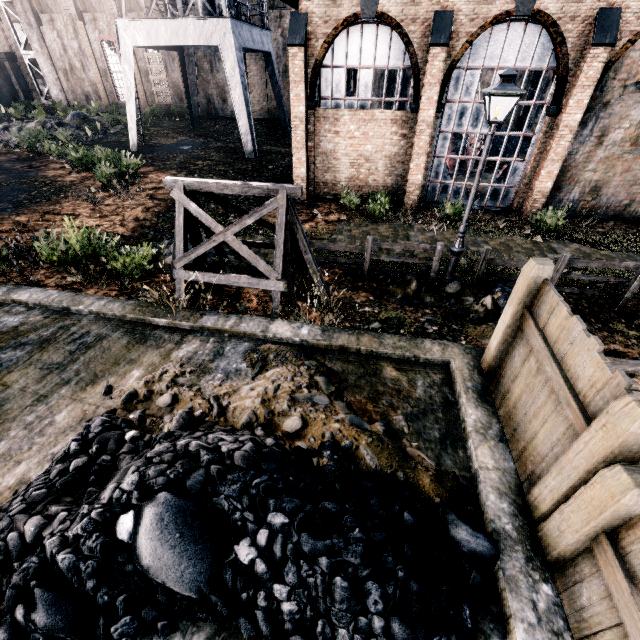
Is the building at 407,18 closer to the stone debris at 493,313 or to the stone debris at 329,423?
the stone debris at 493,313

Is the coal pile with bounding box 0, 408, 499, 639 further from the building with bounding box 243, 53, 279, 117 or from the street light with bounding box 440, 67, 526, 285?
the building with bounding box 243, 53, 279, 117

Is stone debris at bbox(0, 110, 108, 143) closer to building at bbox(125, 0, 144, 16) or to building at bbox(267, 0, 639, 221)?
building at bbox(125, 0, 144, 16)

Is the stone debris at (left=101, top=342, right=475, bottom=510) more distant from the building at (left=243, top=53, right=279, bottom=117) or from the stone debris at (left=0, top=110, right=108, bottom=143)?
the stone debris at (left=0, top=110, right=108, bottom=143)

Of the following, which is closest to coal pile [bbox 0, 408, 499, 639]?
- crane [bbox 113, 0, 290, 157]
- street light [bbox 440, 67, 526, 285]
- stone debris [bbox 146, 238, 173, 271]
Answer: stone debris [bbox 146, 238, 173, 271]

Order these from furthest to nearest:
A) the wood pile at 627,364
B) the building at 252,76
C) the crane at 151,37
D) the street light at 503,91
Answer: the building at 252,76 < the crane at 151,37 < the street light at 503,91 < the wood pile at 627,364

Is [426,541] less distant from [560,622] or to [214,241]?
[560,622]

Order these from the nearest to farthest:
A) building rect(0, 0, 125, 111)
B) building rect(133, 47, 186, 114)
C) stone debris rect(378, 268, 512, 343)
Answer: stone debris rect(378, 268, 512, 343) → building rect(0, 0, 125, 111) → building rect(133, 47, 186, 114)
